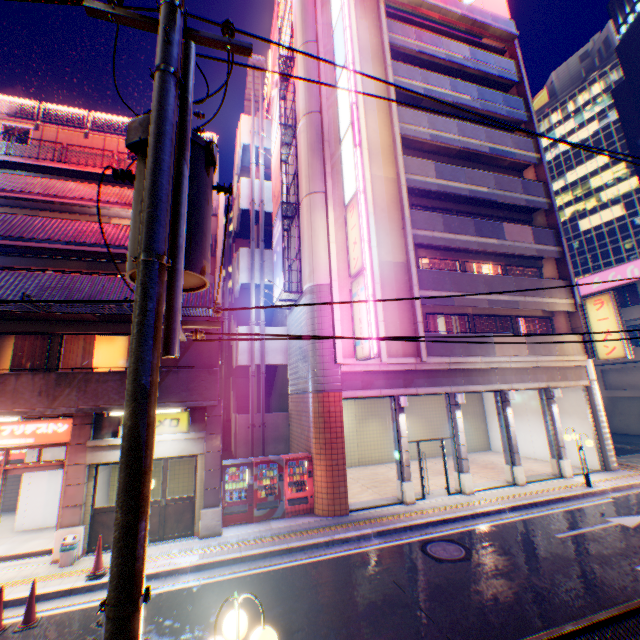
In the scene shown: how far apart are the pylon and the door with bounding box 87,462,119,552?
2.30m

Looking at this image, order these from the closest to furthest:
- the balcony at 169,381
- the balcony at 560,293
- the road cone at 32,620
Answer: the road cone at 32,620 < the balcony at 169,381 < the balcony at 560,293

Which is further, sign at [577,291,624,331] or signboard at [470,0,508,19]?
signboard at [470,0,508,19]

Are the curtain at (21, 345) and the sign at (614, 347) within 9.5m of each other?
no

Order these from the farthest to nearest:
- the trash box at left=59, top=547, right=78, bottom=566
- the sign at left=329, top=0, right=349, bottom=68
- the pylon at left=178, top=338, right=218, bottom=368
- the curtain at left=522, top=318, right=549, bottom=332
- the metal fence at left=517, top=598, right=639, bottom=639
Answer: the curtain at left=522, top=318, right=549, bottom=332, the sign at left=329, top=0, right=349, bottom=68, the pylon at left=178, top=338, right=218, bottom=368, the trash box at left=59, top=547, right=78, bottom=566, the metal fence at left=517, top=598, right=639, bottom=639

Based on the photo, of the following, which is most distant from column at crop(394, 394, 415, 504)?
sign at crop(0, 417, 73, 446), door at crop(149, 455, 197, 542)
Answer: sign at crop(0, 417, 73, 446)

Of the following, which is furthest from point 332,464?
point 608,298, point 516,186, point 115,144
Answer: point 115,144

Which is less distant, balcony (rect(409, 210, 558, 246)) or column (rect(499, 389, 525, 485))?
column (rect(499, 389, 525, 485))
